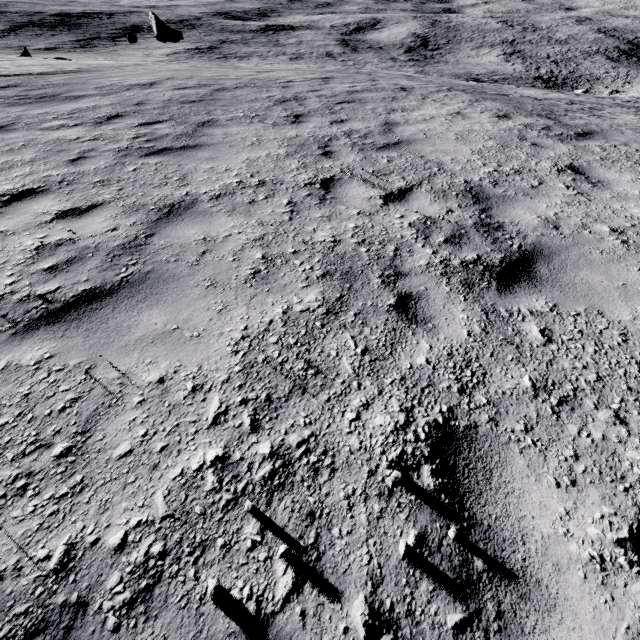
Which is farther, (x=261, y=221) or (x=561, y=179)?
(x=561, y=179)

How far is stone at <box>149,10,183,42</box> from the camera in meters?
29.1

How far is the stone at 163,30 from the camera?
29.1 meters
